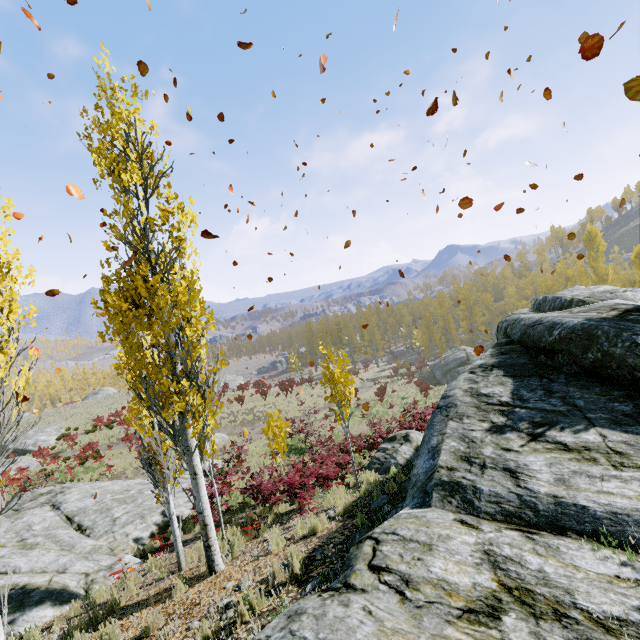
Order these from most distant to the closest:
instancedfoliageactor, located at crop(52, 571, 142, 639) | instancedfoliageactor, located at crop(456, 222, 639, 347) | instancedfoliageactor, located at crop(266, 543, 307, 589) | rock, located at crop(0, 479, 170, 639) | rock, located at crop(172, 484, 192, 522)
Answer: instancedfoliageactor, located at crop(456, 222, 639, 347) → rock, located at crop(172, 484, 192, 522) → rock, located at crop(0, 479, 170, 639) → instancedfoliageactor, located at crop(52, 571, 142, 639) → instancedfoliageactor, located at crop(266, 543, 307, 589)

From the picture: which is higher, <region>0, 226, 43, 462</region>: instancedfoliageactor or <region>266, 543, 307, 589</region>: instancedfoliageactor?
<region>0, 226, 43, 462</region>: instancedfoliageactor

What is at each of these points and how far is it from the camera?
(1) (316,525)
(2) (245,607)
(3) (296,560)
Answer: (1) instancedfoliageactor, 6.61m
(2) instancedfoliageactor, 4.07m
(3) instancedfoliageactor, 4.80m

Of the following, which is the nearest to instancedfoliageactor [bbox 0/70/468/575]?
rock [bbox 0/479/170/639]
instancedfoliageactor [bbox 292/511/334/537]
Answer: rock [bbox 0/479/170/639]

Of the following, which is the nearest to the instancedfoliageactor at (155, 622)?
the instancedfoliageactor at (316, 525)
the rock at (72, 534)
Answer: Answer: the rock at (72, 534)

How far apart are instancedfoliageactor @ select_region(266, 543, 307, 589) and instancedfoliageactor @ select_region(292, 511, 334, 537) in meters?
1.1

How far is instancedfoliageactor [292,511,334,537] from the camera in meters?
6.6 m
